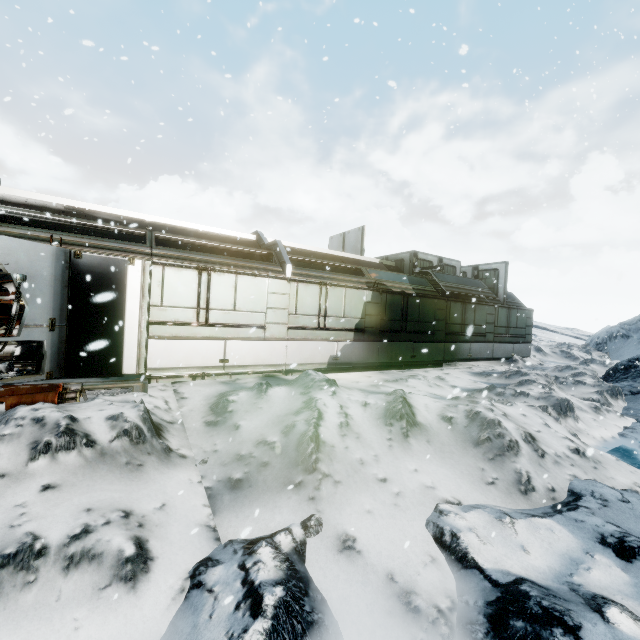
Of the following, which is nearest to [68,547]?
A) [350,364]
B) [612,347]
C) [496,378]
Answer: [350,364]
